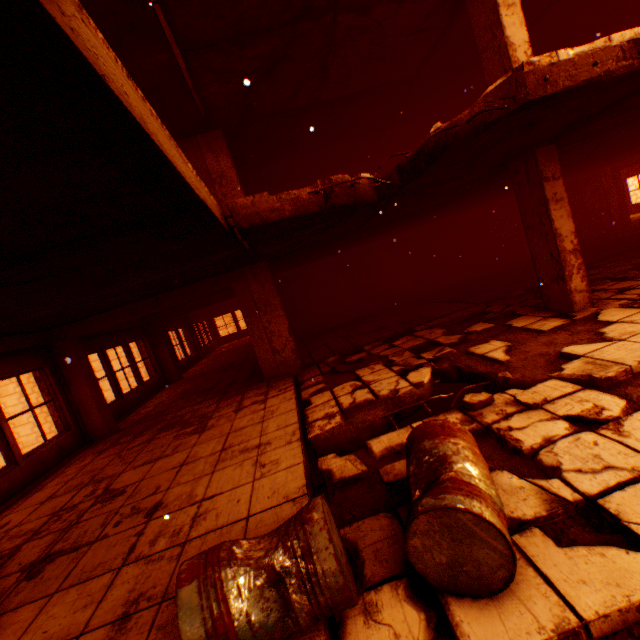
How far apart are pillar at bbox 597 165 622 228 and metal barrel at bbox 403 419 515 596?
16.8 meters

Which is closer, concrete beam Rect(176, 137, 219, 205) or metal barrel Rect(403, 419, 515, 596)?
metal barrel Rect(403, 419, 515, 596)

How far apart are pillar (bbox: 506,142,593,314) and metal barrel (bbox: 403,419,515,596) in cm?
428

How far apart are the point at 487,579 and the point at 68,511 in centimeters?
489cm

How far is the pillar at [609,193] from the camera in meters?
13.6 m

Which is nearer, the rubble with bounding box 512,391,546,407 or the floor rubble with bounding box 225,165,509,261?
the rubble with bounding box 512,391,546,407

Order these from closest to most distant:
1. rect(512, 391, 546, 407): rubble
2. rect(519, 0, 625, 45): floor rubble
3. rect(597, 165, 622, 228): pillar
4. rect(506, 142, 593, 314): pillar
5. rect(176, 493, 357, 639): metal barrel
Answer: rect(176, 493, 357, 639): metal barrel
rect(512, 391, 546, 407): rubble
rect(506, 142, 593, 314): pillar
rect(519, 0, 625, 45): floor rubble
rect(597, 165, 622, 228): pillar

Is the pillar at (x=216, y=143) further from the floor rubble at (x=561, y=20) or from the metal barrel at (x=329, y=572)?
the metal barrel at (x=329, y=572)
